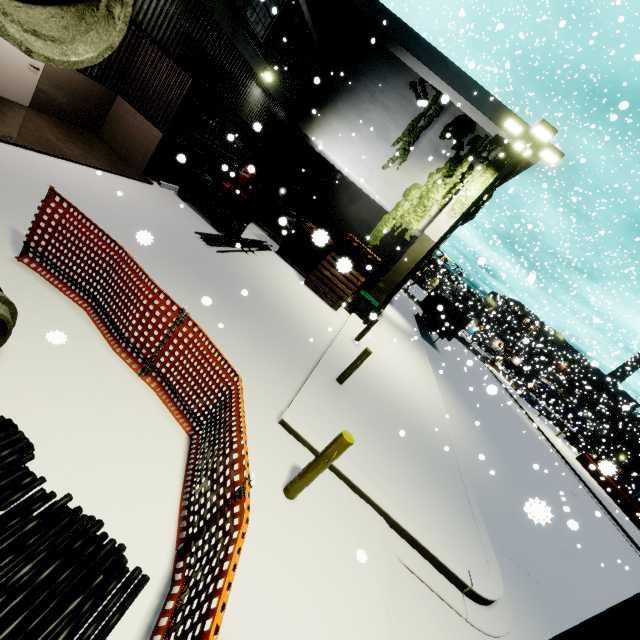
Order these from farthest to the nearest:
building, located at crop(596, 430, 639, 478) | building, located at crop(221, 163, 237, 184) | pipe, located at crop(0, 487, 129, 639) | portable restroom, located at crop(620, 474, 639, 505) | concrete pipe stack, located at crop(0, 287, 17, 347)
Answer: building, located at crop(596, 430, 639, 478) < portable restroom, located at crop(620, 474, 639, 505) < building, located at crop(221, 163, 237, 184) < concrete pipe stack, located at crop(0, 287, 17, 347) < pipe, located at crop(0, 487, 129, 639)

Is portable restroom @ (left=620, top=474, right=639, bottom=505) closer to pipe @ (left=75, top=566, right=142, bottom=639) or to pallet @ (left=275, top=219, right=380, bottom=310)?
pallet @ (left=275, top=219, right=380, bottom=310)

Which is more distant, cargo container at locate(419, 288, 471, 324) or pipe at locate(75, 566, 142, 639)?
cargo container at locate(419, 288, 471, 324)

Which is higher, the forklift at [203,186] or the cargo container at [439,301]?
the cargo container at [439,301]

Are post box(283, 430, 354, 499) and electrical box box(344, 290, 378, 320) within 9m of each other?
no

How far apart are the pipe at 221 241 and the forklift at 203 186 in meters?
0.1

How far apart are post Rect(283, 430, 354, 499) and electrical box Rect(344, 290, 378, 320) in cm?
1121

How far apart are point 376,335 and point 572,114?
27.1 meters
